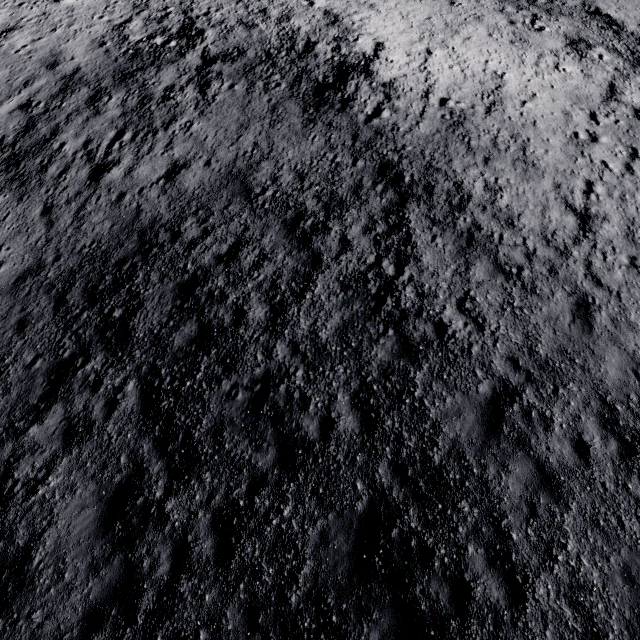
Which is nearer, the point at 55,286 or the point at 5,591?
the point at 5,591
